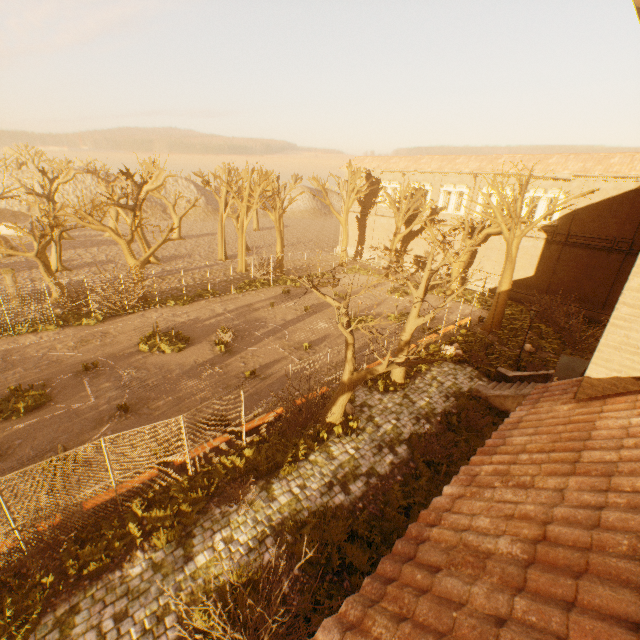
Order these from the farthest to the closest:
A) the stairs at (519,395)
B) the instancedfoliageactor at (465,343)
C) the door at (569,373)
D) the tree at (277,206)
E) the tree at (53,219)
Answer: the tree at (277,206) → the tree at (53,219) → the instancedfoliageactor at (465,343) → the stairs at (519,395) → the door at (569,373)

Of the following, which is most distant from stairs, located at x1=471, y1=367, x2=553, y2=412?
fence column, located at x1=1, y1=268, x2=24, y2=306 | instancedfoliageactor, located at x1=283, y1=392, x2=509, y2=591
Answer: fence column, located at x1=1, y1=268, x2=24, y2=306

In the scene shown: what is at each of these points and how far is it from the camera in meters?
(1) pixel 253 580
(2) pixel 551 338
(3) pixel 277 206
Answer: (1) instancedfoliageactor, 7.8 m
(2) instancedfoliageactor, 22.1 m
(3) tree, 30.8 m

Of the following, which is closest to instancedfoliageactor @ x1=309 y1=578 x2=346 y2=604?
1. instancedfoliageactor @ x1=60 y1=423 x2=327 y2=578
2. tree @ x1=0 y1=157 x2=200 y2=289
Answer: instancedfoliageactor @ x1=60 y1=423 x2=327 y2=578

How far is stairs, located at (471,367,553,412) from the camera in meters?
14.1 m

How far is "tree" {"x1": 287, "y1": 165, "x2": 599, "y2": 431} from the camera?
11.5m

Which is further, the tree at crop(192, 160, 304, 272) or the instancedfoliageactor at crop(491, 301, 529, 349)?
the tree at crop(192, 160, 304, 272)

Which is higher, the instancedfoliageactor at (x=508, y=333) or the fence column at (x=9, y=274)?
the fence column at (x=9, y=274)
